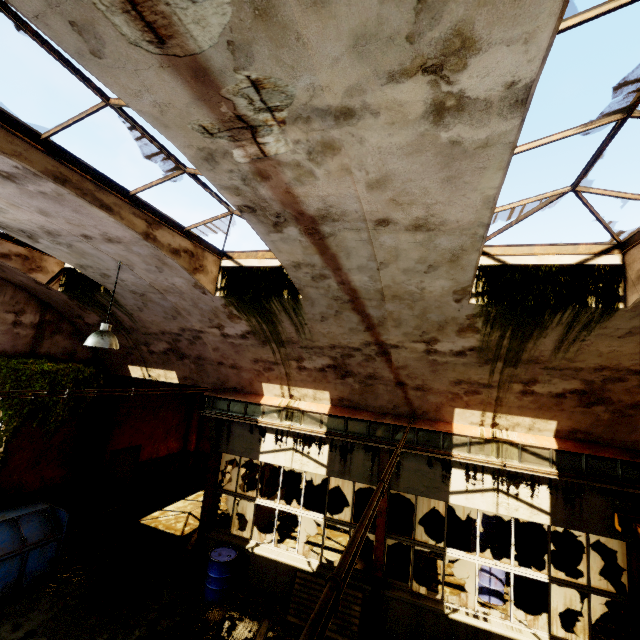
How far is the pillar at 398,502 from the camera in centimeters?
1182cm

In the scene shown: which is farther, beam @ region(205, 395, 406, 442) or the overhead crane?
beam @ region(205, 395, 406, 442)

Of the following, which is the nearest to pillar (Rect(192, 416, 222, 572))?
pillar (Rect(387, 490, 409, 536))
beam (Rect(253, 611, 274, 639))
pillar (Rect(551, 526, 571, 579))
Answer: beam (Rect(253, 611, 274, 639))

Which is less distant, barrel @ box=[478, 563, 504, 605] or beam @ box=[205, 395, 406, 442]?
beam @ box=[205, 395, 406, 442]

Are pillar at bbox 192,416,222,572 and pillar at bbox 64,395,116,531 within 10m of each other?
yes

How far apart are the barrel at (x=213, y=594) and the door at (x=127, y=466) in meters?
5.9 m

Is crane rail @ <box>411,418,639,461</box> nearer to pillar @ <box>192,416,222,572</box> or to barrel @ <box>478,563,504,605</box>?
pillar @ <box>192,416,222,572</box>

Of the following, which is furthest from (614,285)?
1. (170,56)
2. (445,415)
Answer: (170,56)
